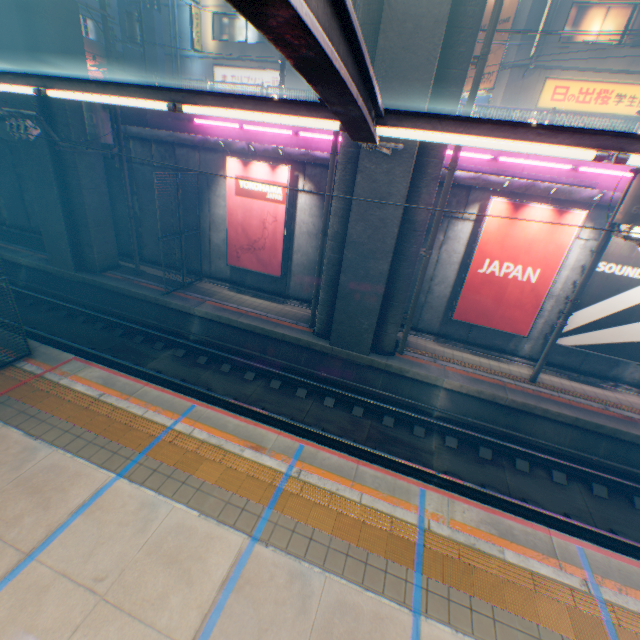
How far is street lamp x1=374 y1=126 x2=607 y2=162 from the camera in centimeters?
299cm

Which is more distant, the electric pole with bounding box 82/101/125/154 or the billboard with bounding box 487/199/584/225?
the electric pole with bounding box 82/101/125/154

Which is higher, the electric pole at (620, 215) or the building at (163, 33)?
the building at (163, 33)

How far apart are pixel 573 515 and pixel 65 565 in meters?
11.0

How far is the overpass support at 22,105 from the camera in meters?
12.0 m

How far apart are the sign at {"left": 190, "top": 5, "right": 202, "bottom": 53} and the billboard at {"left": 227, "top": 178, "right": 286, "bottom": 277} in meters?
18.7

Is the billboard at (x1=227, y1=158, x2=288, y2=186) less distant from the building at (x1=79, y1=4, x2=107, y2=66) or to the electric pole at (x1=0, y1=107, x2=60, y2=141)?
the electric pole at (x1=0, y1=107, x2=60, y2=141)

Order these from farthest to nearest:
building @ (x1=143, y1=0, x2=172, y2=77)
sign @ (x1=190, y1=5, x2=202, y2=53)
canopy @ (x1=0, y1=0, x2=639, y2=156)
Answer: building @ (x1=143, y1=0, x2=172, y2=77), sign @ (x1=190, y1=5, x2=202, y2=53), canopy @ (x1=0, y1=0, x2=639, y2=156)
